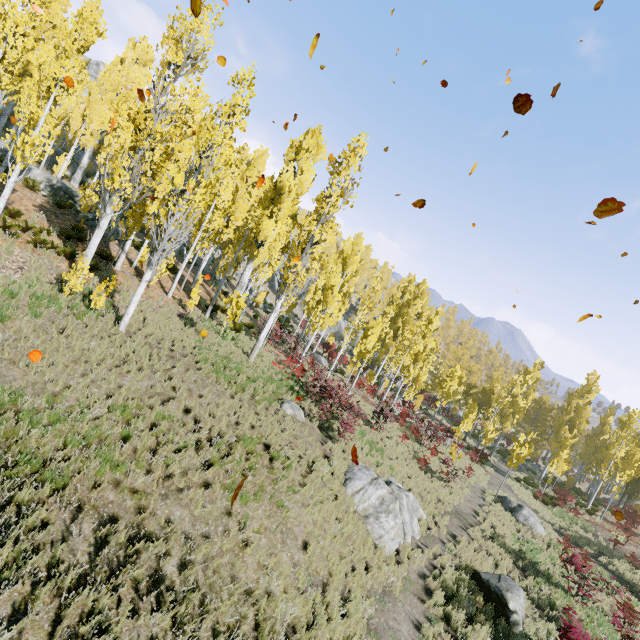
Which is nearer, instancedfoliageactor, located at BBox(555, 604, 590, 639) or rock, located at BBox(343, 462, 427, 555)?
instancedfoliageactor, located at BBox(555, 604, 590, 639)

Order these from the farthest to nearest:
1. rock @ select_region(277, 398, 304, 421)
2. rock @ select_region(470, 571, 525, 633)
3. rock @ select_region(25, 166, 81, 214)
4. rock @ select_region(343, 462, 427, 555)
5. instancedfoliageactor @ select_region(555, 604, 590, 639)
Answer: rock @ select_region(25, 166, 81, 214) < rock @ select_region(277, 398, 304, 421) < rock @ select_region(343, 462, 427, 555) < rock @ select_region(470, 571, 525, 633) < instancedfoliageactor @ select_region(555, 604, 590, 639)

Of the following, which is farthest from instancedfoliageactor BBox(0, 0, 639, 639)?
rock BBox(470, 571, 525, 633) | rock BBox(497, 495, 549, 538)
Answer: rock BBox(470, 571, 525, 633)

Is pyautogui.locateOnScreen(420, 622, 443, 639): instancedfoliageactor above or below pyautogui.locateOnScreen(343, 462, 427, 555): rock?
below

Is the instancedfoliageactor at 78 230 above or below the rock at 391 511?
above

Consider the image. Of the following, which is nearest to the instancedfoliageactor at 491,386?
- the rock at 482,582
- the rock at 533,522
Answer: the rock at 533,522

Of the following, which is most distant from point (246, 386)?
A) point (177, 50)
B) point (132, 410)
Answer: point (177, 50)

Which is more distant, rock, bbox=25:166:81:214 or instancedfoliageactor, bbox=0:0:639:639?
rock, bbox=25:166:81:214
